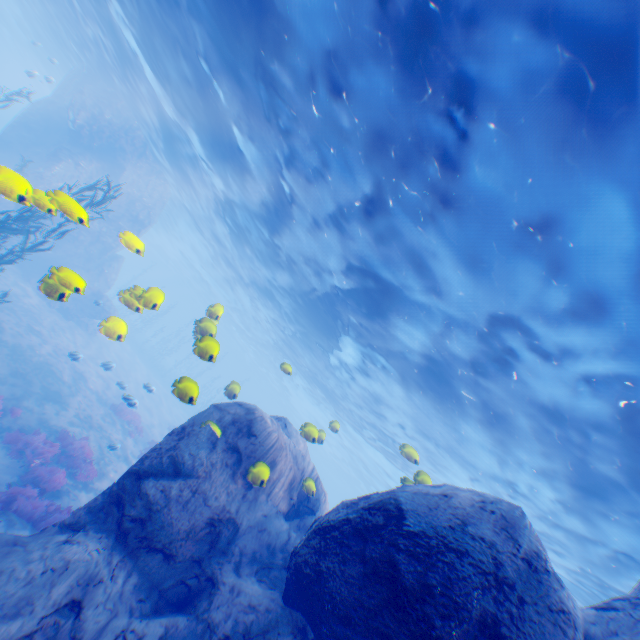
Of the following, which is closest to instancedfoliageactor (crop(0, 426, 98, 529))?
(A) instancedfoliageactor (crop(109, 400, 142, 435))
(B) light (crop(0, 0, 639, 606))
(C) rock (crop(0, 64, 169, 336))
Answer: (C) rock (crop(0, 64, 169, 336))

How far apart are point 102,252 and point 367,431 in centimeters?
2773cm

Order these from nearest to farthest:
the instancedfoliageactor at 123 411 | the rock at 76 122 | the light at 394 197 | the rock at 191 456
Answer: the rock at 191 456 → the light at 394 197 → the rock at 76 122 → the instancedfoliageactor at 123 411

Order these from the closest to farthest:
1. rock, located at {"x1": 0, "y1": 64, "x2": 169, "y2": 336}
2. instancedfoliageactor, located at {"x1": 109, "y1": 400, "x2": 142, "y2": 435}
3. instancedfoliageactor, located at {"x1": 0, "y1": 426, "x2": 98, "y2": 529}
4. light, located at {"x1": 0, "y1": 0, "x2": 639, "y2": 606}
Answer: light, located at {"x1": 0, "y1": 0, "x2": 639, "y2": 606} → rock, located at {"x1": 0, "y1": 64, "x2": 169, "y2": 336} → instancedfoliageactor, located at {"x1": 0, "y1": 426, "x2": 98, "y2": 529} → instancedfoliageactor, located at {"x1": 109, "y1": 400, "x2": 142, "y2": 435}

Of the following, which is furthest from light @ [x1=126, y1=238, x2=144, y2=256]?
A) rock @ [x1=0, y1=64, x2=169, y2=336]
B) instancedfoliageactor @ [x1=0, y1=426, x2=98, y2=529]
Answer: instancedfoliageactor @ [x1=0, y1=426, x2=98, y2=529]

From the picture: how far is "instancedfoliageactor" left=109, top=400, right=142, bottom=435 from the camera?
19.2 meters

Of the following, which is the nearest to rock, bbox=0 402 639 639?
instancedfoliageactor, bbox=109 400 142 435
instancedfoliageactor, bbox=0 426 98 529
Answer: instancedfoliageactor, bbox=0 426 98 529

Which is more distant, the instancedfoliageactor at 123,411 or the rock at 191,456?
the instancedfoliageactor at 123,411
